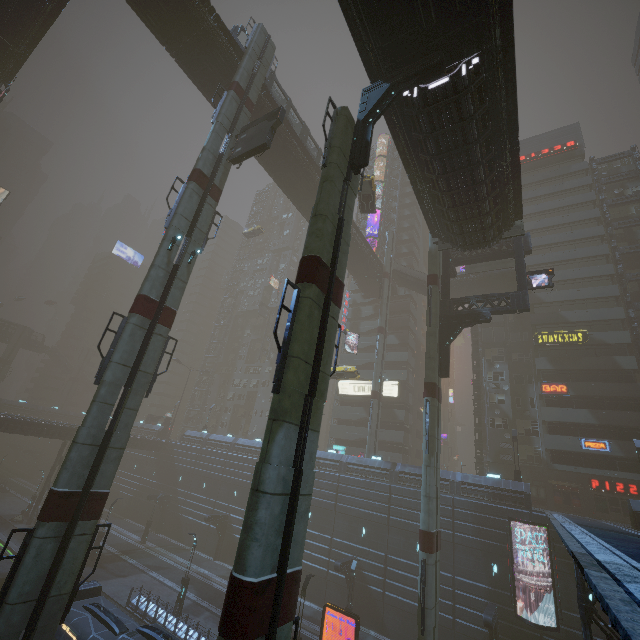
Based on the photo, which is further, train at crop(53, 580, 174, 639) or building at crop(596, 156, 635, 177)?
building at crop(596, 156, 635, 177)

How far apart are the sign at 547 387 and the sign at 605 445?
4.4m

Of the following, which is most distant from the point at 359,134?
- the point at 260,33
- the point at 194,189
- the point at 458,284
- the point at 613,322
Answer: the point at 613,322

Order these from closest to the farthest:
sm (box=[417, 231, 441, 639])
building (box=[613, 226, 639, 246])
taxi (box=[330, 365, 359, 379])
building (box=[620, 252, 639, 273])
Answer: sm (box=[417, 231, 441, 639])
taxi (box=[330, 365, 359, 379])
building (box=[620, 252, 639, 273])
building (box=[613, 226, 639, 246])

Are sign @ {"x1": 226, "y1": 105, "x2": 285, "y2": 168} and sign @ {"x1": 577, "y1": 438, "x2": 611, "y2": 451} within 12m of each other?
no

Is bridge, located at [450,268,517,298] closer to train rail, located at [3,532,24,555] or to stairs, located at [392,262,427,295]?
stairs, located at [392,262,427,295]

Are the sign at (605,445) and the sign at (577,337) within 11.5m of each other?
yes

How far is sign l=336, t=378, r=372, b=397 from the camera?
50.6m
